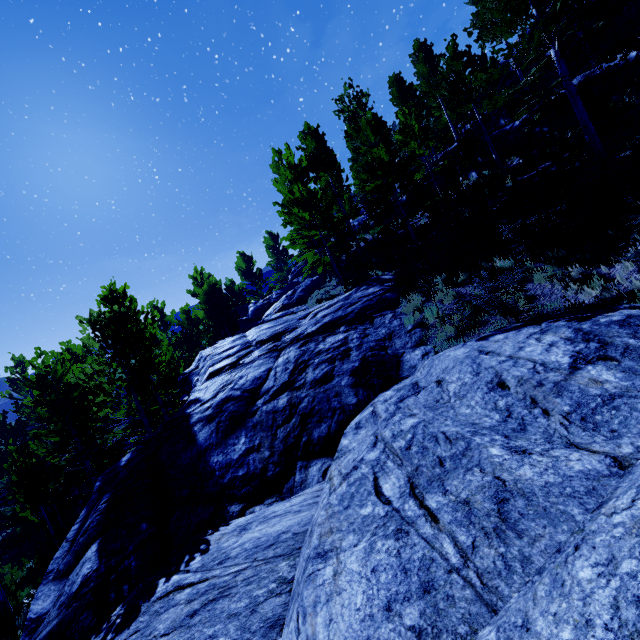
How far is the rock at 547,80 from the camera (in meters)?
20.78

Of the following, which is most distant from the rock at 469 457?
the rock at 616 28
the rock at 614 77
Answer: the rock at 616 28

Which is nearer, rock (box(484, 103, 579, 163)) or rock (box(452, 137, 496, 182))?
rock (box(484, 103, 579, 163))

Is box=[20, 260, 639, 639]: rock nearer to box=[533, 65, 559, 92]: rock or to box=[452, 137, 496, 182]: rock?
box=[452, 137, 496, 182]: rock

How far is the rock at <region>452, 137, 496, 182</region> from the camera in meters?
17.9 m

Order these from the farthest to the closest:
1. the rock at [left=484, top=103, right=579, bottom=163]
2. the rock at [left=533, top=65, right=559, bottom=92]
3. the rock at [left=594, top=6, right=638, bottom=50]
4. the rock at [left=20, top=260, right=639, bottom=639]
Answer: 1. the rock at [left=533, top=65, right=559, bottom=92]
2. the rock at [left=594, top=6, right=638, bottom=50]
3. the rock at [left=484, top=103, right=579, bottom=163]
4. the rock at [left=20, top=260, right=639, bottom=639]

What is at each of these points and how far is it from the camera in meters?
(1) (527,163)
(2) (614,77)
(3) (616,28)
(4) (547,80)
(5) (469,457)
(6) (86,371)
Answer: (1) instancedfoliageactor, 14.4
(2) rock, 13.1
(3) rock, 18.0
(4) rock, 21.0
(5) rock, 3.4
(6) instancedfoliageactor, 11.3

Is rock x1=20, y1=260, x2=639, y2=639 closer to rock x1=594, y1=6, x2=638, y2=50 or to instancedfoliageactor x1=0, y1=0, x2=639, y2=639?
instancedfoliageactor x1=0, y1=0, x2=639, y2=639
